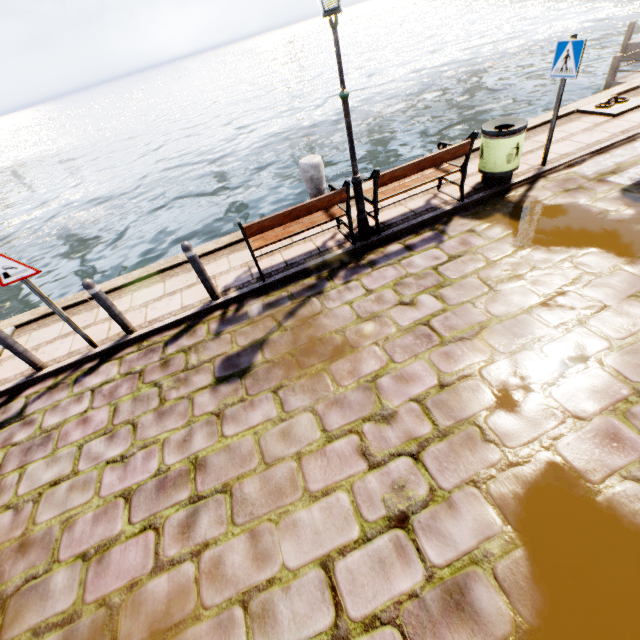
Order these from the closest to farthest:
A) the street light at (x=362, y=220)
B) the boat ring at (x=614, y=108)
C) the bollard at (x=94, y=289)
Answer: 1. the street light at (x=362, y=220)
2. the bollard at (x=94, y=289)
3. the boat ring at (x=614, y=108)

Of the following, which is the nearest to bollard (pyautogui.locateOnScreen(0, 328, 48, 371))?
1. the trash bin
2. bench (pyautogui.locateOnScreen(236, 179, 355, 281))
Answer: bench (pyautogui.locateOnScreen(236, 179, 355, 281))

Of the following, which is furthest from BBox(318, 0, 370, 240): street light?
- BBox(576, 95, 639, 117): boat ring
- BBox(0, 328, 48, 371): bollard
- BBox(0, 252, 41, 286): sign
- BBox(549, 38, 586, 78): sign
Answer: BBox(576, 95, 639, 117): boat ring

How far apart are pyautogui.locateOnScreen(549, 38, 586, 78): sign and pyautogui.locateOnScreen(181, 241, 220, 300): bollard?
6.7m

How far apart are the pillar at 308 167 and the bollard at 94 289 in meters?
4.2

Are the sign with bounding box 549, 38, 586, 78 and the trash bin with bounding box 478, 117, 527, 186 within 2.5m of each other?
yes

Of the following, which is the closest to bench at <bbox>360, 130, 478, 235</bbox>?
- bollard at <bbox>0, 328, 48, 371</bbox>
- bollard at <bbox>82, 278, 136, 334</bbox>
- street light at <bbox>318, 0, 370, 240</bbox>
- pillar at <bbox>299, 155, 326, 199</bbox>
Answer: street light at <bbox>318, 0, 370, 240</bbox>

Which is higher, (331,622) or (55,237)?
(331,622)
